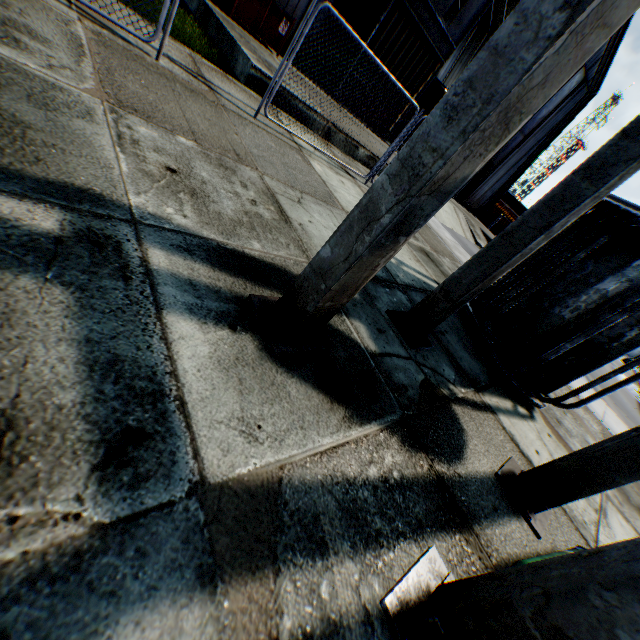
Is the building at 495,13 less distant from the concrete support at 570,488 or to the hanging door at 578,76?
the hanging door at 578,76

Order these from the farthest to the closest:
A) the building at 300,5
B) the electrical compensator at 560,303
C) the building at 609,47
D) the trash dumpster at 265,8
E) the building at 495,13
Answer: the building at 495,13
the building at 609,47
the building at 300,5
the trash dumpster at 265,8
the electrical compensator at 560,303

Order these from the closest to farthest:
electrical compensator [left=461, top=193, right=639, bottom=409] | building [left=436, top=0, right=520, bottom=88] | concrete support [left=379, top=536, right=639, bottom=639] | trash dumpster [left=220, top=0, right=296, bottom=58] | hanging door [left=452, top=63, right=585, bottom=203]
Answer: concrete support [left=379, top=536, right=639, bottom=639], electrical compensator [left=461, top=193, right=639, bottom=409], trash dumpster [left=220, top=0, right=296, bottom=58], hanging door [left=452, top=63, right=585, bottom=203], building [left=436, top=0, right=520, bottom=88]

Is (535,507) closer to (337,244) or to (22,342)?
(337,244)

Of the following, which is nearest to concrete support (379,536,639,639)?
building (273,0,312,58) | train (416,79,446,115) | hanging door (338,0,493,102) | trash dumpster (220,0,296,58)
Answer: trash dumpster (220,0,296,58)

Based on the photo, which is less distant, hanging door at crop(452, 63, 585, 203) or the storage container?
hanging door at crop(452, 63, 585, 203)

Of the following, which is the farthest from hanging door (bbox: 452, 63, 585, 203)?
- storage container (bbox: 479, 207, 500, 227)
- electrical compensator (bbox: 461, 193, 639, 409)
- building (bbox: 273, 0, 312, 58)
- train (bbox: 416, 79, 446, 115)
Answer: electrical compensator (bbox: 461, 193, 639, 409)

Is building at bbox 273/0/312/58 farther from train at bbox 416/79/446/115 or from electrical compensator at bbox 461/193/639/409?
electrical compensator at bbox 461/193/639/409
